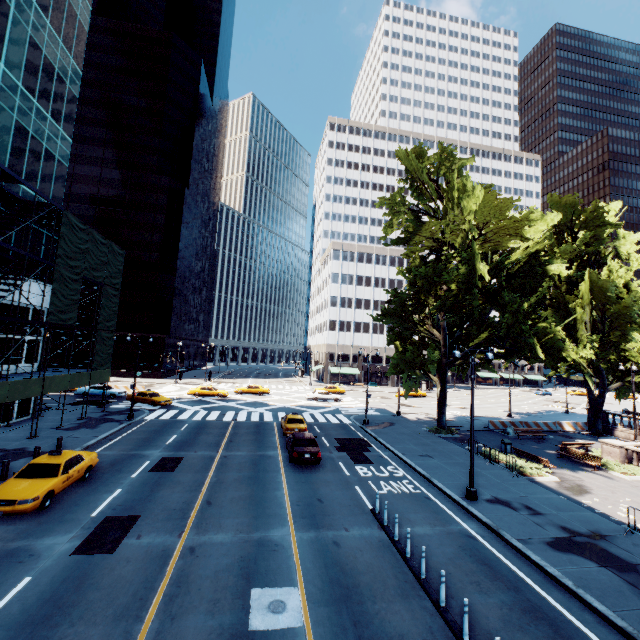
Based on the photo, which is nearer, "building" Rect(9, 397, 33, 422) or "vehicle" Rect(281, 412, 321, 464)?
"vehicle" Rect(281, 412, 321, 464)

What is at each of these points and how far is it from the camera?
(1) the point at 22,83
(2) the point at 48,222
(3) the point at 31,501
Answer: (1) building, 23.0 meters
(2) scaffolding, 25.2 meters
(3) vehicle, 12.0 meters

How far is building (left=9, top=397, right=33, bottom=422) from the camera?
24.5m

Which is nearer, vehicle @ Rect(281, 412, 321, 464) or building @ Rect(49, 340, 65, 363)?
vehicle @ Rect(281, 412, 321, 464)

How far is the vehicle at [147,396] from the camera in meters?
34.3

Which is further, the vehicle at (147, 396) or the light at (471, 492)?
the vehicle at (147, 396)

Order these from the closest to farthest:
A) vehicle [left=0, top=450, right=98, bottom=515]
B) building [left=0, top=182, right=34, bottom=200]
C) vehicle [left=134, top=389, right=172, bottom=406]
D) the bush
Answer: vehicle [left=0, top=450, right=98, bottom=515] → the bush → building [left=0, top=182, right=34, bottom=200] → vehicle [left=134, top=389, right=172, bottom=406]

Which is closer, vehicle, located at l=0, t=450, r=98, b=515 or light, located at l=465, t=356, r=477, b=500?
vehicle, located at l=0, t=450, r=98, b=515
